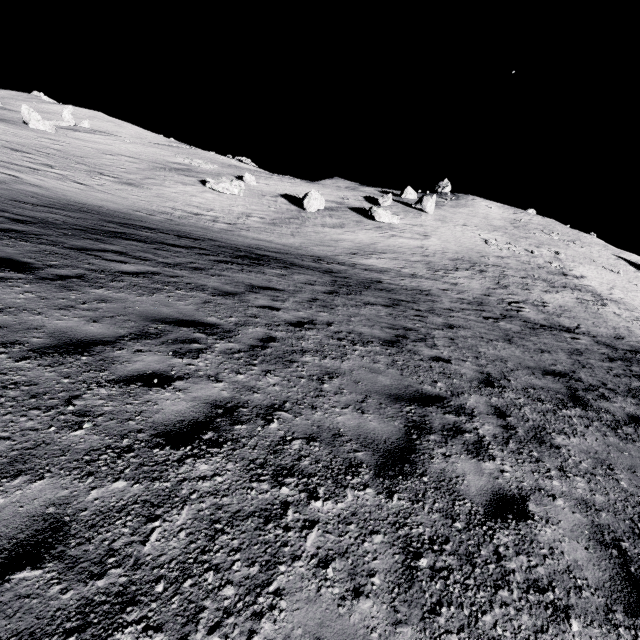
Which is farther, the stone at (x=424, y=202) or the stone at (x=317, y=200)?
the stone at (x=424, y=202)

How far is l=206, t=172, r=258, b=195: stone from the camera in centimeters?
3147cm

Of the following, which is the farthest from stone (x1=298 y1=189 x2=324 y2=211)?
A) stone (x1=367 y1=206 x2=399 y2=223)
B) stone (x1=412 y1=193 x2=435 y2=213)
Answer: stone (x1=412 y1=193 x2=435 y2=213)

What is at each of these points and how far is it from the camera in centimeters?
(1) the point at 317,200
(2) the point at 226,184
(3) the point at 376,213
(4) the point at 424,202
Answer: (1) stone, 3347cm
(2) stone, 3145cm
(3) stone, 3488cm
(4) stone, 4269cm

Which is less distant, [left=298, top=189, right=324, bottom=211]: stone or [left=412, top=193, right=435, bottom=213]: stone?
[left=298, top=189, right=324, bottom=211]: stone

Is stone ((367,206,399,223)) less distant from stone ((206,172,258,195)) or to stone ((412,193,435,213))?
stone ((412,193,435,213))

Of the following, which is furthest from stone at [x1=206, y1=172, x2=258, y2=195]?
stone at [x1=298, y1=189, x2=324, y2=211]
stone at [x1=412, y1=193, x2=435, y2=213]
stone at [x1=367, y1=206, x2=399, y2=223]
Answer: stone at [x1=412, y1=193, x2=435, y2=213]

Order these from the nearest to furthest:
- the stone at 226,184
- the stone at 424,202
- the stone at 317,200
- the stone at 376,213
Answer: the stone at 226,184
the stone at 317,200
the stone at 376,213
the stone at 424,202
